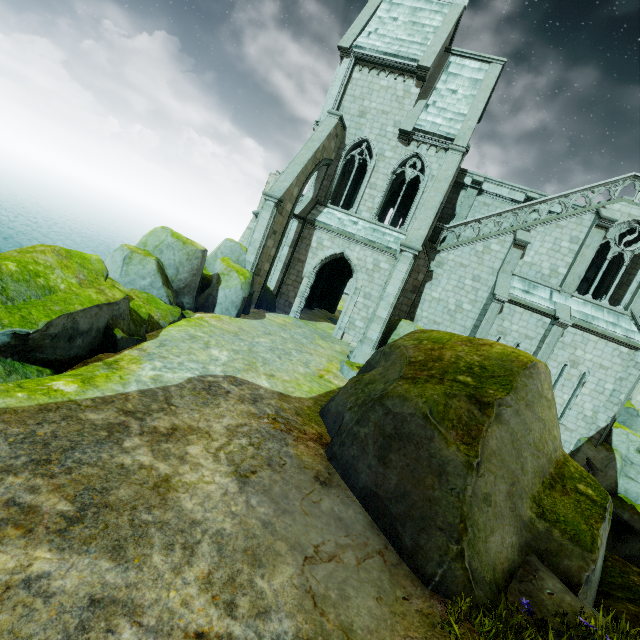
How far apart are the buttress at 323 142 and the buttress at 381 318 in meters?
5.9 m

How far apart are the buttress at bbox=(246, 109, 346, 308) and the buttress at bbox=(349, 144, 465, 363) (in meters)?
5.90

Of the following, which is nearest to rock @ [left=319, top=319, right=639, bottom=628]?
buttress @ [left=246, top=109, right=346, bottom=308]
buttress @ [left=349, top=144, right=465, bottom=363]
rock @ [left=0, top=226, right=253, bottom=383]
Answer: buttress @ [left=349, top=144, right=465, bottom=363]

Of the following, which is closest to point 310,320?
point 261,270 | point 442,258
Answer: point 261,270

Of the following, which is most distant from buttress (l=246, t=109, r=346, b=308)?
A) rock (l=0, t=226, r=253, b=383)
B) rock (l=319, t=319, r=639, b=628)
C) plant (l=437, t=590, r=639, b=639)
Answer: plant (l=437, t=590, r=639, b=639)

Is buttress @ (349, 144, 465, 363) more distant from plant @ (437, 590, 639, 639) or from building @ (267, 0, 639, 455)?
plant @ (437, 590, 639, 639)

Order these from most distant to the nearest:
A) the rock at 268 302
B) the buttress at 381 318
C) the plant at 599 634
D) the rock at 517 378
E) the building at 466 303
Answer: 1. the rock at 268 302
2. the building at 466 303
3. the buttress at 381 318
4. the rock at 517 378
5. the plant at 599 634

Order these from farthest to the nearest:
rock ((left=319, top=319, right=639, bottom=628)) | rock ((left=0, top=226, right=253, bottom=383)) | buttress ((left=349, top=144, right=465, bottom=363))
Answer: buttress ((left=349, top=144, right=465, bottom=363)), rock ((left=0, top=226, right=253, bottom=383)), rock ((left=319, top=319, right=639, bottom=628))
